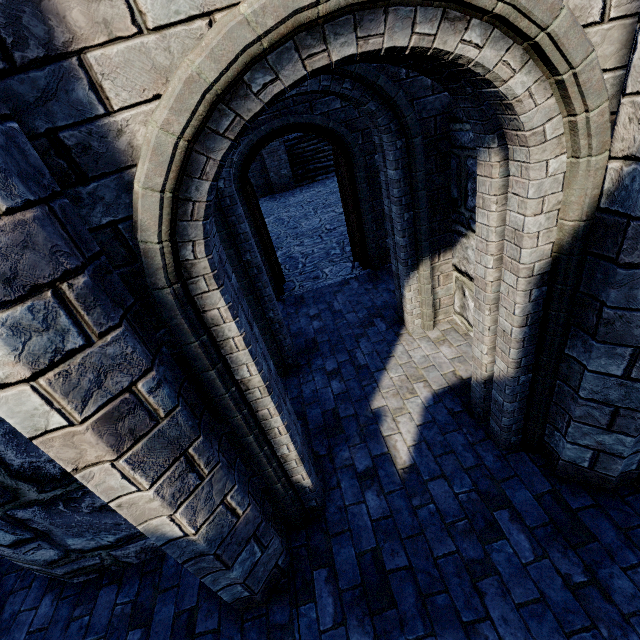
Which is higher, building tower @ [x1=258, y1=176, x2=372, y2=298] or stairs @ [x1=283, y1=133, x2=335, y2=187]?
stairs @ [x1=283, y1=133, x2=335, y2=187]

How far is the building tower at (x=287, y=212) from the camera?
6.7 meters

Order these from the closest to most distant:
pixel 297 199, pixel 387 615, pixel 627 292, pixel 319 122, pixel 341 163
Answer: pixel 627 292, pixel 387 615, pixel 319 122, pixel 341 163, pixel 297 199

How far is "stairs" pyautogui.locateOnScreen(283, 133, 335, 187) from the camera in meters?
15.2 m

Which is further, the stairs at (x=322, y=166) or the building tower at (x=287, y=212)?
the stairs at (x=322, y=166)

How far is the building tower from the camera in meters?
6.7 m

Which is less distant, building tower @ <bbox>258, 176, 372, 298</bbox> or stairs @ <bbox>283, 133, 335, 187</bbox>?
building tower @ <bbox>258, 176, 372, 298</bbox>
